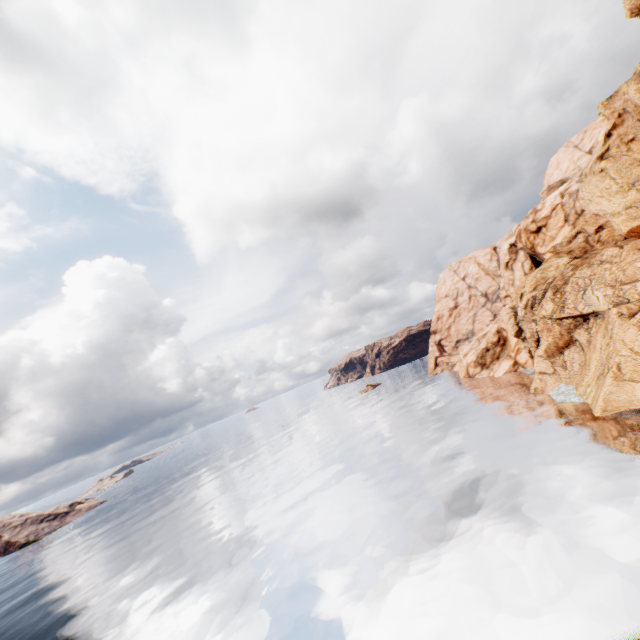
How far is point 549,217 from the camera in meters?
56.8

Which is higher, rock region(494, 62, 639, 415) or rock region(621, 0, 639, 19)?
rock region(621, 0, 639, 19)

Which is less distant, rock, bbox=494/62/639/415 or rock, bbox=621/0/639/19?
rock, bbox=621/0/639/19

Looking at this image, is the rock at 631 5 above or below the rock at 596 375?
above

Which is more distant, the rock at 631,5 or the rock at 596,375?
the rock at 596,375
